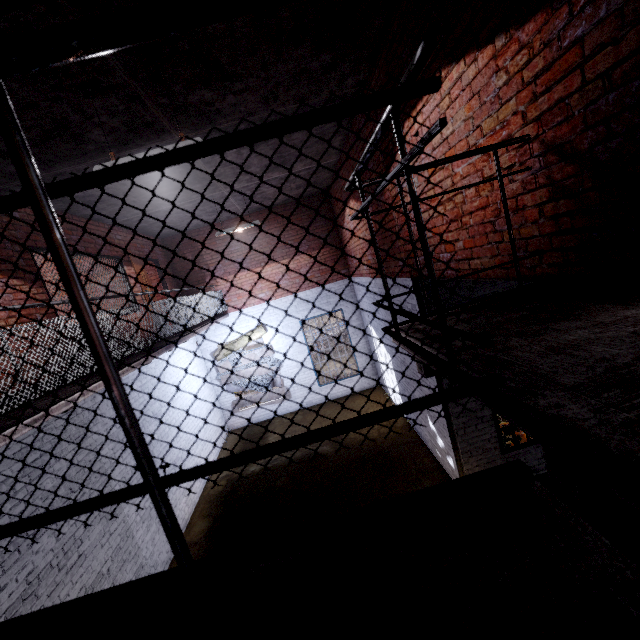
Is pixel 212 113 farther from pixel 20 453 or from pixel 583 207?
pixel 20 453
